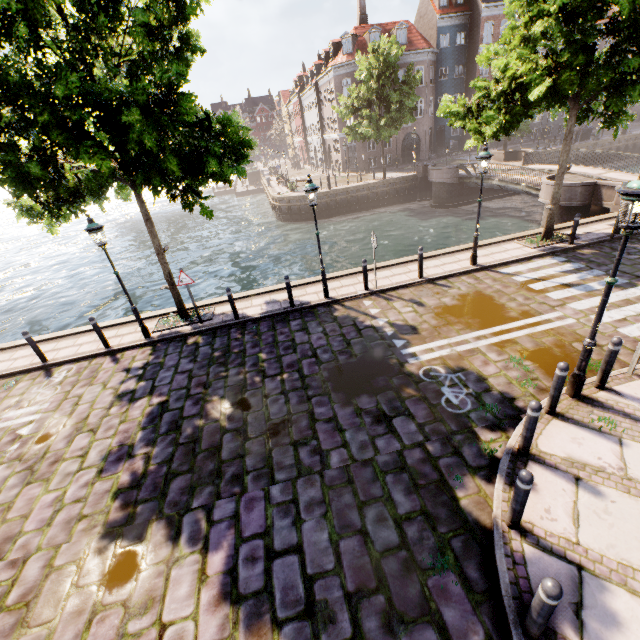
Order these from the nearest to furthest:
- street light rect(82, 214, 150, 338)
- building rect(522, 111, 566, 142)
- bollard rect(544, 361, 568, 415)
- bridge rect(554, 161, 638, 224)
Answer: bollard rect(544, 361, 568, 415), street light rect(82, 214, 150, 338), bridge rect(554, 161, 638, 224), building rect(522, 111, 566, 142)

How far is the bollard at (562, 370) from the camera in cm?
521

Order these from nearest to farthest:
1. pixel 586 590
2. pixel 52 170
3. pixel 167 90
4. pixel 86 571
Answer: pixel 586 590
pixel 86 571
pixel 167 90
pixel 52 170

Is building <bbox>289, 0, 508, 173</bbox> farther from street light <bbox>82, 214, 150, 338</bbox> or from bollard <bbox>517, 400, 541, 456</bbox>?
bollard <bbox>517, 400, 541, 456</bbox>

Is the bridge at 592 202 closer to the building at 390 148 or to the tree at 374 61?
the tree at 374 61

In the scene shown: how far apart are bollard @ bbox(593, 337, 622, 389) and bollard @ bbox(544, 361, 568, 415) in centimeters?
116cm

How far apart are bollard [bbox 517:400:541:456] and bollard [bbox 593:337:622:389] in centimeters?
226cm

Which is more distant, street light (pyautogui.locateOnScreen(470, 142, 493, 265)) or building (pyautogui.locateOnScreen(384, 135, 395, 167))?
building (pyautogui.locateOnScreen(384, 135, 395, 167))
